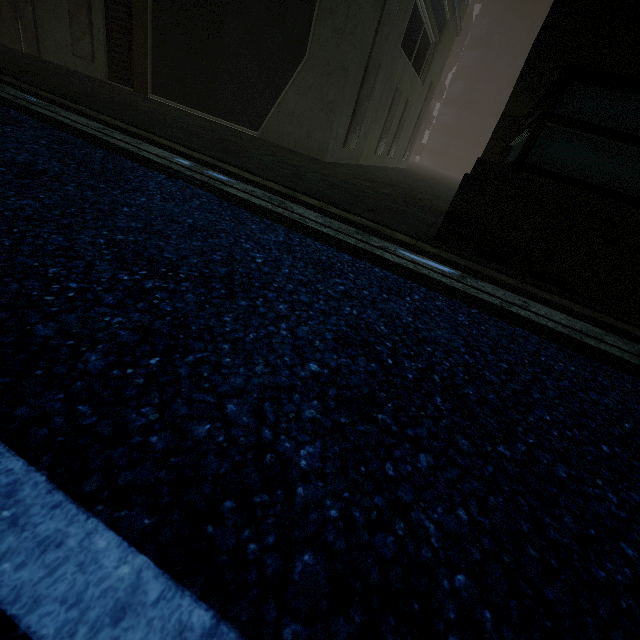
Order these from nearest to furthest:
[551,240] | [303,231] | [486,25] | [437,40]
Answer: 1. [303,231]
2. [551,240]
3. [437,40]
4. [486,25]
